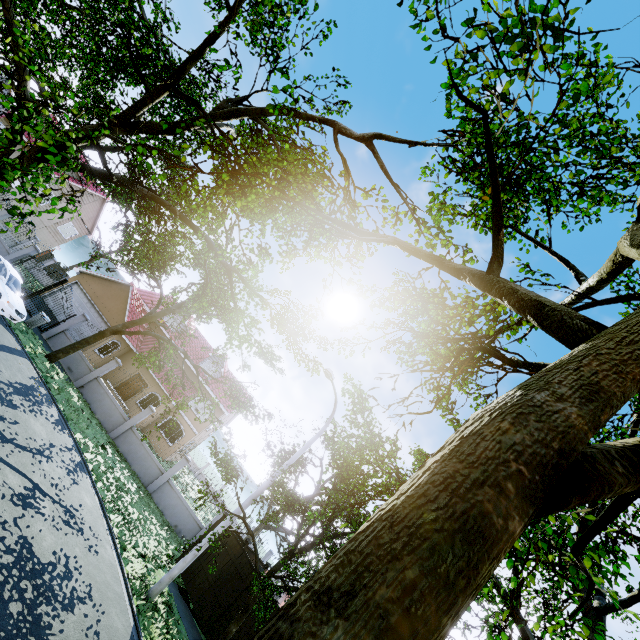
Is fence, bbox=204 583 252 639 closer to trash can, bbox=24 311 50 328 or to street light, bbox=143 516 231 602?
trash can, bbox=24 311 50 328

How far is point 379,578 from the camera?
1.1m

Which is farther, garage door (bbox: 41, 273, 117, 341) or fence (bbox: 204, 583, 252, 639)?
garage door (bbox: 41, 273, 117, 341)

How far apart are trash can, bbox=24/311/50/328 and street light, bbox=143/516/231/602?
15.0 meters

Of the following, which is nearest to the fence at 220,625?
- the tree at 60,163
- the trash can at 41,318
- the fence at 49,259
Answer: the tree at 60,163

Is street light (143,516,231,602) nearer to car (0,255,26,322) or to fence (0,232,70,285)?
fence (0,232,70,285)

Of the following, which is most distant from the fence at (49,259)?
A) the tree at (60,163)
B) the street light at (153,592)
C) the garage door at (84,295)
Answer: the street light at (153,592)

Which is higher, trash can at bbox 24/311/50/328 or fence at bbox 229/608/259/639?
fence at bbox 229/608/259/639
